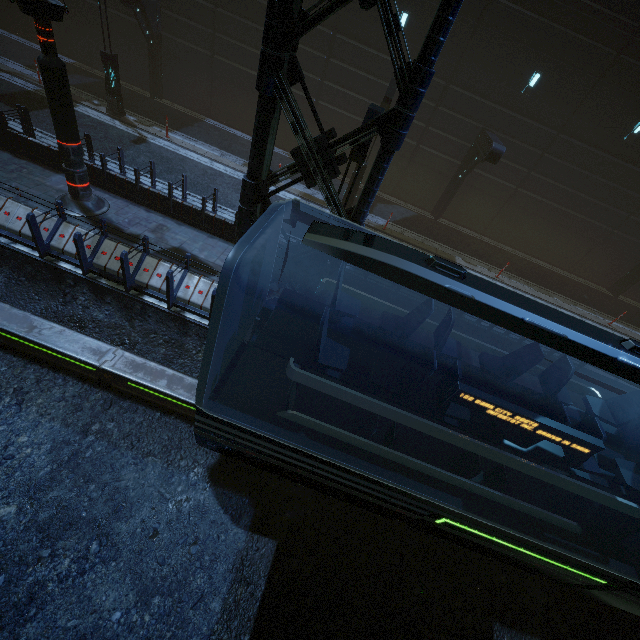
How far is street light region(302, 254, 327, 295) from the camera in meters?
9.2 m

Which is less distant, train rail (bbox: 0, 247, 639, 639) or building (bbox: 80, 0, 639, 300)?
train rail (bbox: 0, 247, 639, 639)

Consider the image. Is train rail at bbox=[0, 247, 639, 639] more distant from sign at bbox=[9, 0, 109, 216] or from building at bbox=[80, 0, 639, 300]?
sign at bbox=[9, 0, 109, 216]

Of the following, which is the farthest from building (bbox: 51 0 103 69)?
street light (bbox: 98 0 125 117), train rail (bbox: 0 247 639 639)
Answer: street light (bbox: 98 0 125 117)

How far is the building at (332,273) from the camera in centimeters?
801cm

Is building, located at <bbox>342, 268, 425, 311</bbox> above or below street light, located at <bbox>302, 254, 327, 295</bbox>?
below

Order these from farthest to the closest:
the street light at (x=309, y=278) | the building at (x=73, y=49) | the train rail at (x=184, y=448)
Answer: the building at (x=73, y=49) → the street light at (x=309, y=278) → the train rail at (x=184, y=448)

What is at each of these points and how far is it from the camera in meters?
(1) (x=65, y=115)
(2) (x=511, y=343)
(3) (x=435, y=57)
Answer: (1) sign, 8.5
(2) building, 11.6
(3) building, 5.2
